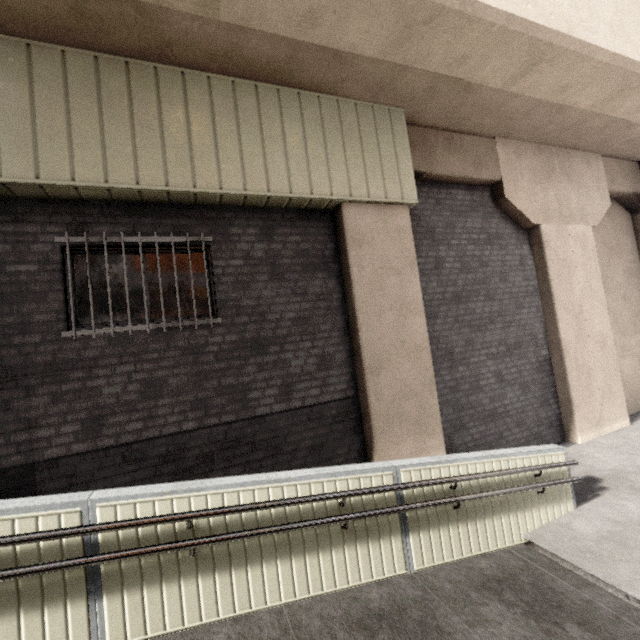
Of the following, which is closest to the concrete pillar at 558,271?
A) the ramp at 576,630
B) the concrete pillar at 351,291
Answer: the concrete pillar at 351,291

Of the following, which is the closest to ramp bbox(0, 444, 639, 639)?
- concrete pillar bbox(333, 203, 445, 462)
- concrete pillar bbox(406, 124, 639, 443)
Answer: concrete pillar bbox(333, 203, 445, 462)

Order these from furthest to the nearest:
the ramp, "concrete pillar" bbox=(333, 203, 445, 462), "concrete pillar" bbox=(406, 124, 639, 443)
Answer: "concrete pillar" bbox=(406, 124, 639, 443), "concrete pillar" bbox=(333, 203, 445, 462), the ramp

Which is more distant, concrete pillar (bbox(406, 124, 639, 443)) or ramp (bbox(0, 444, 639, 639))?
concrete pillar (bbox(406, 124, 639, 443))

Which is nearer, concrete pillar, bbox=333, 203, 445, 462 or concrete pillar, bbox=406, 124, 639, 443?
concrete pillar, bbox=333, 203, 445, 462

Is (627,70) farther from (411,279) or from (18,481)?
(18,481)

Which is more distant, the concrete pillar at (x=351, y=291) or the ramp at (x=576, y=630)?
the concrete pillar at (x=351, y=291)
